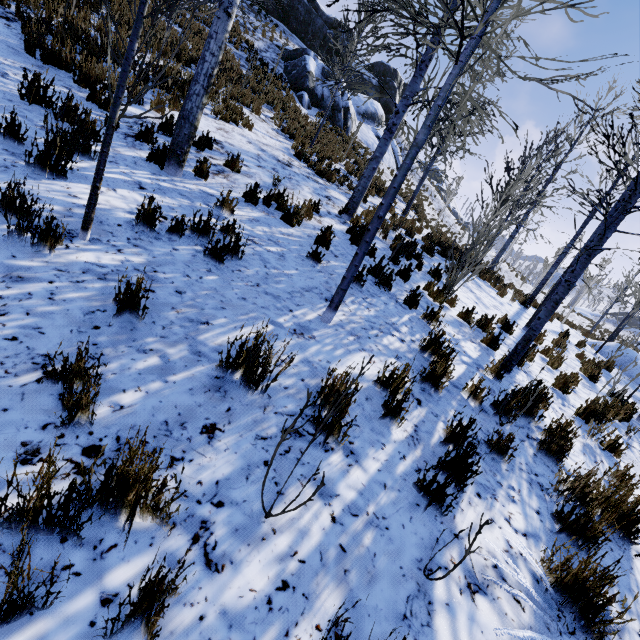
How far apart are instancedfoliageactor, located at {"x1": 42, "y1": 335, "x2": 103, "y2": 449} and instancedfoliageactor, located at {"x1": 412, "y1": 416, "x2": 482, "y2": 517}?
2.10m

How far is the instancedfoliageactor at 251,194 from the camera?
5.4 meters

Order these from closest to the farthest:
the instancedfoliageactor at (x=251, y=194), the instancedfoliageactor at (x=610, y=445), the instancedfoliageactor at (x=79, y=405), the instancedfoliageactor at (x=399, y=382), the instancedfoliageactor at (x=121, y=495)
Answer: the instancedfoliageactor at (x=121, y=495) → the instancedfoliageactor at (x=79, y=405) → the instancedfoliageactor at (x=399, y=382) → the instancedfoliageactor at (x=610, y=445) → the instancedfoliageactor at (x=251, y=194)

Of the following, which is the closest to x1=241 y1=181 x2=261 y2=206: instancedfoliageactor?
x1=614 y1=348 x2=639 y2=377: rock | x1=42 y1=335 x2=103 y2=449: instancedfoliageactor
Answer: x1=42 y1=335 x2=103 y2=449: instancedfoliageactor

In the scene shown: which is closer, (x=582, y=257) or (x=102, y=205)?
(x=102, y=205)

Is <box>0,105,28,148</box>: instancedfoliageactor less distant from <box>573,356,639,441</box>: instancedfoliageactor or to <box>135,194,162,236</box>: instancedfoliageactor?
<box>135,194,162,236</box>: instancedfoliageactor

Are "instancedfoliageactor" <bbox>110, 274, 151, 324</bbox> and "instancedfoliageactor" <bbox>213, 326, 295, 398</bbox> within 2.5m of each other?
yes

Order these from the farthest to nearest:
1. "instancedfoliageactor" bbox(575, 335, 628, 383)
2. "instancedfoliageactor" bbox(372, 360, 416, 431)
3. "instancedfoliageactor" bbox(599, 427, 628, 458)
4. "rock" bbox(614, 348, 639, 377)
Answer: "rock" bbox(614, 348, 639, 377) < "instancedfoliageactor" bbox(575, 335, 628, 383) < "instancedfoliageactor" bbox(599, 427, 628, 458) < "instancedfoliageactor" bbox(372, 360, 416, 431)
